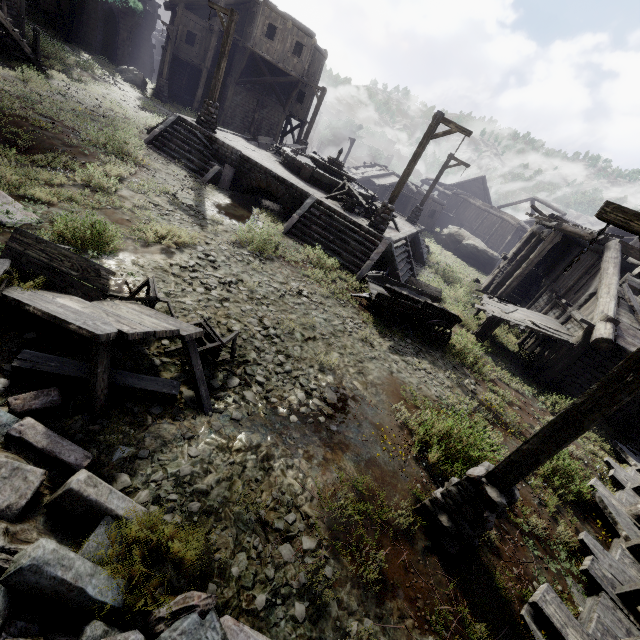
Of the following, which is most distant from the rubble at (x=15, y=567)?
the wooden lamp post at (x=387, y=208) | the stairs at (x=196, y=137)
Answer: the wooden lamp post at (x=387, y=208)

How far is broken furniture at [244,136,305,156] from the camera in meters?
19.1 m

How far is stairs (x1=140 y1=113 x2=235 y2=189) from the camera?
14.20m

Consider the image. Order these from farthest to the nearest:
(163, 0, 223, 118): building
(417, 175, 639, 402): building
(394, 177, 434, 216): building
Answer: (394, 177, 434, 216): building, (163, 0, 223, 118): building, (417, 175, 639, 402): building

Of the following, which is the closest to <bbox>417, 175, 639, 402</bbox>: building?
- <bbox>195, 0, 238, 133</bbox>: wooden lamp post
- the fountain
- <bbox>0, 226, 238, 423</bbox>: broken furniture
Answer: <bbox>195, 0, 238, 133</bbox>: wooden lamp post

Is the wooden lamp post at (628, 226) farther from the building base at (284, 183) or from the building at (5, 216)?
the building base at (284, 183)

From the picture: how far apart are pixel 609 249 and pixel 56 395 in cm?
1884

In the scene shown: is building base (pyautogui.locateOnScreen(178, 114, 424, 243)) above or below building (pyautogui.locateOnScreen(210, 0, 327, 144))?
below
